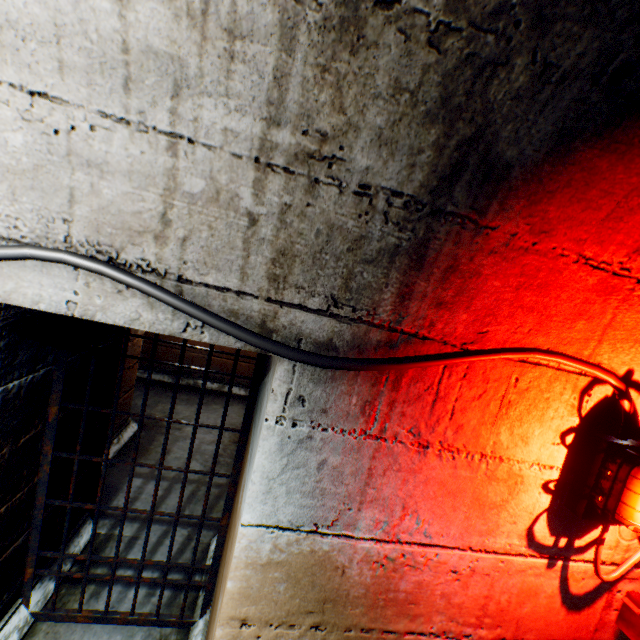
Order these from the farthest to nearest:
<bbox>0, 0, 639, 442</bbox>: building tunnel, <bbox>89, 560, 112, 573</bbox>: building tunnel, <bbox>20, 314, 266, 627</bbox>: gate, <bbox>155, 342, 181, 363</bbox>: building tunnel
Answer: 1. <bbox>155, 342, 181, 363</bbox>: building tunnel
2. <bbox>89, 560, 112, 573</bbox>: building tunnel
3. <bbox>20, 314, 266, 627</bbox>: gate
4. <bbox>0, 0, 639, 442</bbox>: building tunnel

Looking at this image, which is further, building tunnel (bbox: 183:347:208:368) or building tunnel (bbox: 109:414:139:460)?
building tunnel (bbox: 183:347:208:368)

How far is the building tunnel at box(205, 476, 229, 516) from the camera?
3.05m

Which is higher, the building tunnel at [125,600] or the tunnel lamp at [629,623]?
the tunnel lamp at [629,623]

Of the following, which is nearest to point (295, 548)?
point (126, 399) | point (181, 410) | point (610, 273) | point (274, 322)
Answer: point (274, 322)

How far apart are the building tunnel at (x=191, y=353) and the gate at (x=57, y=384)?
3.3 meters

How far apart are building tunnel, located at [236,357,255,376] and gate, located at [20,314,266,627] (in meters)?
3.34

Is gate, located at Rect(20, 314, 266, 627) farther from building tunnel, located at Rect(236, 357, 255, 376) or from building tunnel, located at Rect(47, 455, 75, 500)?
building tunnel, located at Rect(236, 357, 255, 376)
